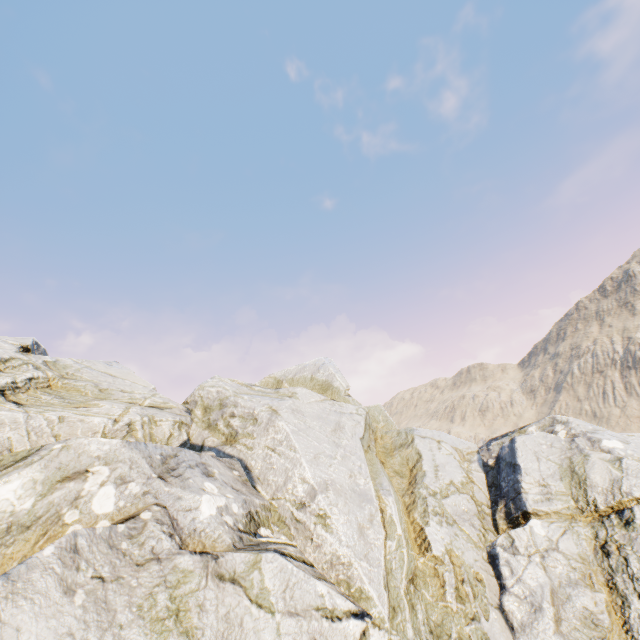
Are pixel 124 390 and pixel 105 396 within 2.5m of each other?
yes
